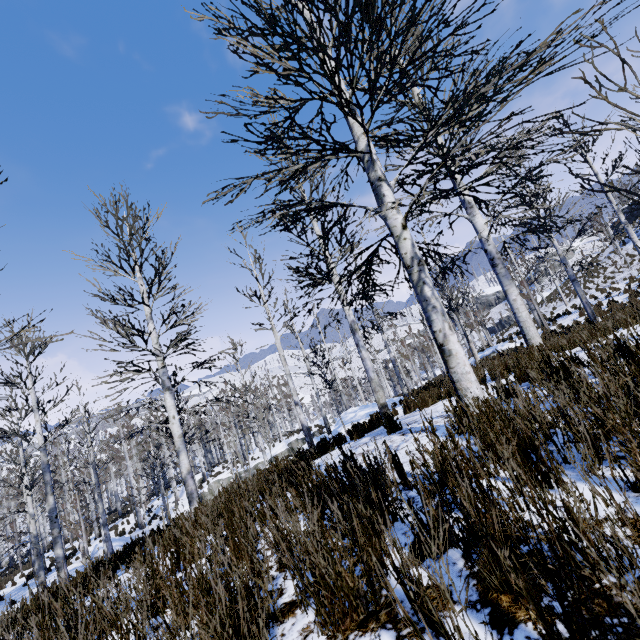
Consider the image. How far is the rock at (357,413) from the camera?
16.9m

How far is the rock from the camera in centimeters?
1694cm

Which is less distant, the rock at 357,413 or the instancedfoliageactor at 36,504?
the instancedfoliageactor at 36,504

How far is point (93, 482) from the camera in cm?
1930

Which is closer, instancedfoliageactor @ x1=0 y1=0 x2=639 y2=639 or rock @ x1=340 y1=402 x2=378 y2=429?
instancedfoliageactor @ x1=0 y1=0 x2=639 y2=639
